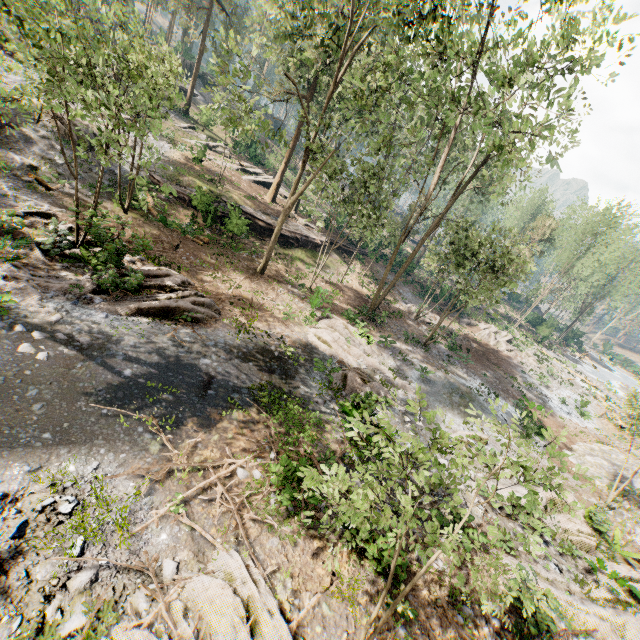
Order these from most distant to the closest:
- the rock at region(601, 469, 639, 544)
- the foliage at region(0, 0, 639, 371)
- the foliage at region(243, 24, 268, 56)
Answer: the foliage at region(243, 24, 268, 56)
the rock at region(601, 469, 639, 544)
the foliage at region(0, 0, 639, 371)

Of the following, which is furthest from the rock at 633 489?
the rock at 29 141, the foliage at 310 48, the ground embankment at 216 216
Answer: the rock at 29 141

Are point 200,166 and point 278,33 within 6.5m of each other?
no

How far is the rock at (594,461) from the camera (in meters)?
17.31

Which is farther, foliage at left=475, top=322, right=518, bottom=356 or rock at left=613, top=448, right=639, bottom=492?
foliage at left=475, top=322, right=518, bottom=356

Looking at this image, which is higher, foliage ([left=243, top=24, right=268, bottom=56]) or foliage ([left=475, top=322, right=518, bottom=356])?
foliage ([left=243, top=24, right=268, bottom=56])

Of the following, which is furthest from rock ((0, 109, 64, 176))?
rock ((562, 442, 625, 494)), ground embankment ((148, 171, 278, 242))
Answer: rock ((562, 442, 625, 494))

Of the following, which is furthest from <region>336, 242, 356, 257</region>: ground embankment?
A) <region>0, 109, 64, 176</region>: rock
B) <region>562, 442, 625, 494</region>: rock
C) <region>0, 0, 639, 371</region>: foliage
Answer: <region>562, 442, 625, 494</region>: rock
